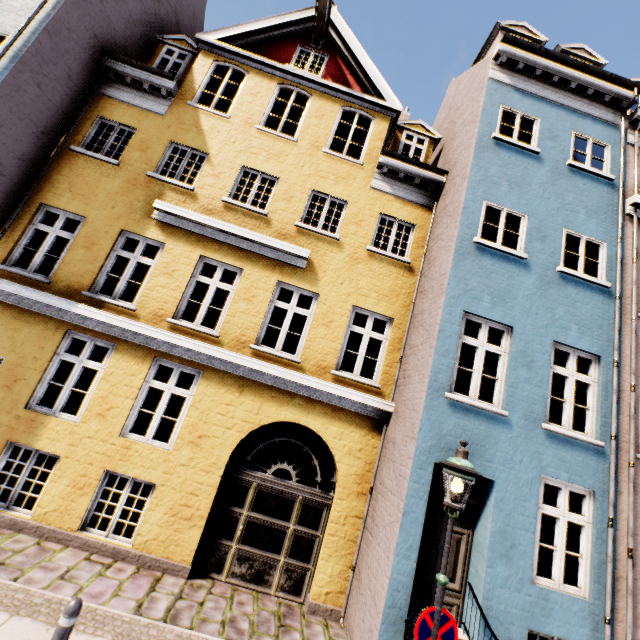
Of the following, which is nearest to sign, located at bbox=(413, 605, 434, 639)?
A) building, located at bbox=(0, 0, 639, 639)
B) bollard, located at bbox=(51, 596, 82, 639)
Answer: building, located at bbox=(0, 0, 639, 639)

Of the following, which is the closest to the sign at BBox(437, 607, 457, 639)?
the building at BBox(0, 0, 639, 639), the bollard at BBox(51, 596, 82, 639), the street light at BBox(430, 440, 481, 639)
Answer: the street light at BBox(430, 440, 481, 639)

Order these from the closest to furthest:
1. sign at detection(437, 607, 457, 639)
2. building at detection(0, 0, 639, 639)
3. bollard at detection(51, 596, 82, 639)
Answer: bollard at detection(51, 596, 82, 639) < sign at detection(437, 607, 457, 639) < building at detection(0, 0, 639, 639)

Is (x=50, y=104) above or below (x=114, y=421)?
above

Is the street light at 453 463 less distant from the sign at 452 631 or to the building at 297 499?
the sign at 452 631

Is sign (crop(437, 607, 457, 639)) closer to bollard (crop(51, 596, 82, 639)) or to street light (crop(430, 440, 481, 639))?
street light (crop(430, 440, 481, 639))

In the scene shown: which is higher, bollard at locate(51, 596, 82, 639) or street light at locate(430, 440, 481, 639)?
street light at locate(430, 440, 481, 639)

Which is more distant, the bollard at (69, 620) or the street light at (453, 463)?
the street light at (453, 463)
